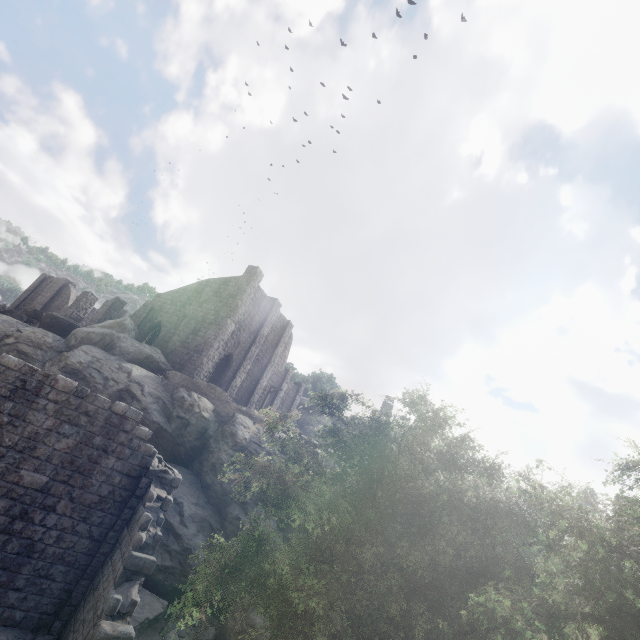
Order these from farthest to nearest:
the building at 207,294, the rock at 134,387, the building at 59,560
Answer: the building at 207,294, the rock at 134,387, the building at 59,560

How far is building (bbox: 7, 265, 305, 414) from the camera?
28.4 meters

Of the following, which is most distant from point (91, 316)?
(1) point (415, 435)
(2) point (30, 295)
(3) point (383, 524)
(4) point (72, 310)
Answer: (3) point (383, 524)

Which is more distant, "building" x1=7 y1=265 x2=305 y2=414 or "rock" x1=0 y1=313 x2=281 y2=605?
"building" x1=7 y1=265 x2=305 y2=414

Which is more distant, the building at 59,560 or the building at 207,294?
the building at 207,294

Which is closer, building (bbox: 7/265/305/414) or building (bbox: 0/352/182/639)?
building (bbox: 0/352/182/639)

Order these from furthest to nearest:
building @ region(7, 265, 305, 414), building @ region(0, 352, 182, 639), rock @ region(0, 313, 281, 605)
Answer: building @ region(7, 265, 305, 414) → rock @ region(0, 313, 281, 605) → building @ region(0, 352, 182, 639)

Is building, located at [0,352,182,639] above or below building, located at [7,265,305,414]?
below
